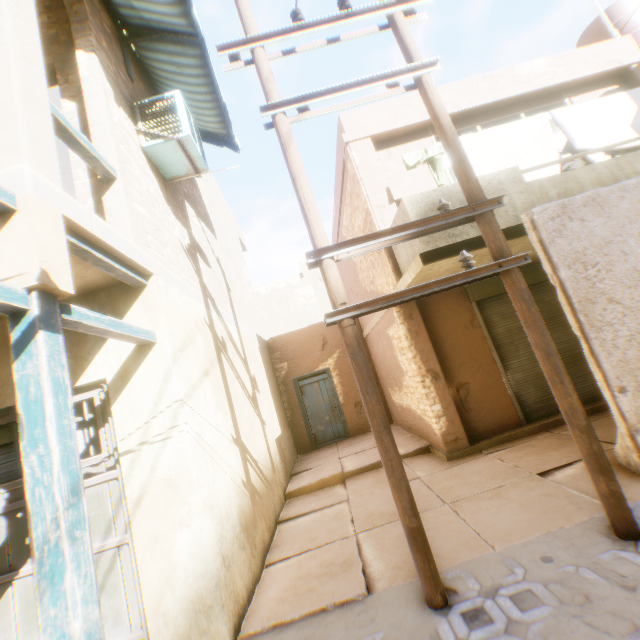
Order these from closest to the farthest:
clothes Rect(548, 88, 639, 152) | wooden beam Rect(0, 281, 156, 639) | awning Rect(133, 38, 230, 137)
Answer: wooden beam Rect(0, 281, 156, 639) → awning Rect(133, 38, 230, 137) → clothes Rect(548, 88, 639, 152)

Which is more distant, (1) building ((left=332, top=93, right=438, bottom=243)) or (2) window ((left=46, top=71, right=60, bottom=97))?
(1) building ((left=332, top=93, right=438, bottom=243))

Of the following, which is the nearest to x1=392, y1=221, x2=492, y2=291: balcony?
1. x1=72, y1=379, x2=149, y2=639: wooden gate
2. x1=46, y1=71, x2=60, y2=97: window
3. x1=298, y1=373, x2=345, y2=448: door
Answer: x1=72, y1=379, x2=149, y2=639: wooden gate

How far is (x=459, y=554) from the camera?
3.3m

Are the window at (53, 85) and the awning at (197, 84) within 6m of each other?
yes

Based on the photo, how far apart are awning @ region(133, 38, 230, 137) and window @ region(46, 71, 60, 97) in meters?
1.4

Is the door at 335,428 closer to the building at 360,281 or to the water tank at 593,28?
the building at 360,281

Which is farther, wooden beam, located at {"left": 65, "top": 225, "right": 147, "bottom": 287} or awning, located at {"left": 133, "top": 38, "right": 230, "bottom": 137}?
awning, located at {"left": 133, "top": 38, "right": 230, "bottom": 137}
